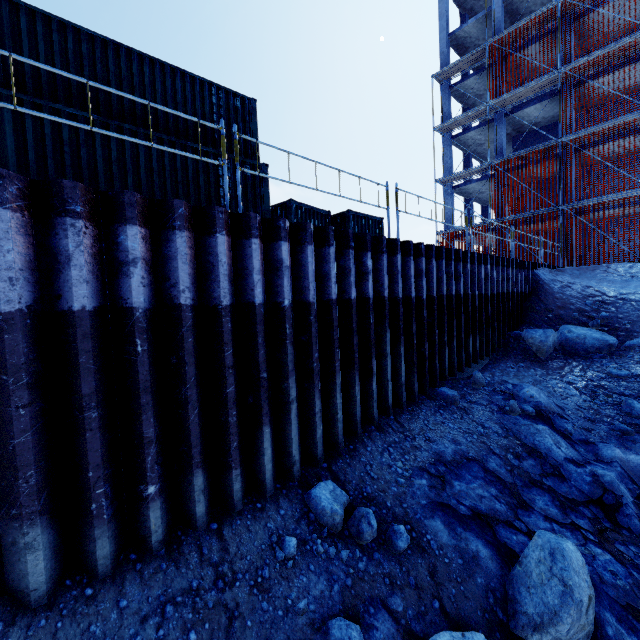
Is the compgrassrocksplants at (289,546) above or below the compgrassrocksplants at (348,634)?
above

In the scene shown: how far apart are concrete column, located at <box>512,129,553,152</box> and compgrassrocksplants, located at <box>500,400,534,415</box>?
25.8m

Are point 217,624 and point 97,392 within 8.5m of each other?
yes

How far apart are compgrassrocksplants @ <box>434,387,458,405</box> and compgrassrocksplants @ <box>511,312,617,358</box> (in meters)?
5.27

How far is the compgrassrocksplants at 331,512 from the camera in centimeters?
440cm

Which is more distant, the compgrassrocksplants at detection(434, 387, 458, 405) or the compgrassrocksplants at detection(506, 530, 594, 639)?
the compgrassrocksplants at detection(434, 387, 458, 405)

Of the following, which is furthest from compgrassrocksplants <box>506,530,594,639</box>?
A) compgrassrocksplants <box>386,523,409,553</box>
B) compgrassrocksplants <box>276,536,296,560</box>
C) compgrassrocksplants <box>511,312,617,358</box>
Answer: compgrassrocksplants <box>511,312,617,358</box>

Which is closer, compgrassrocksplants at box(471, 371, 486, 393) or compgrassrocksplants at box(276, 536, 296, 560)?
compgrassrocksplants at box(276, 536, 296, 560)
